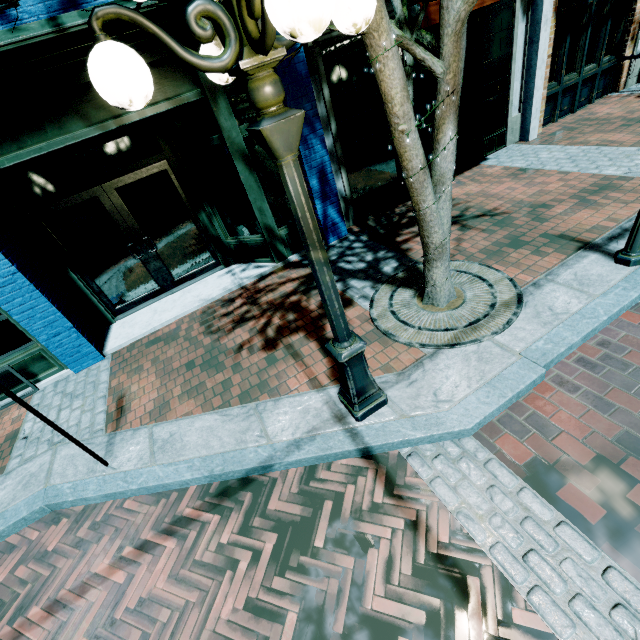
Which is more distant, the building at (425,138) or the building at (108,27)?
the building at (425,138)

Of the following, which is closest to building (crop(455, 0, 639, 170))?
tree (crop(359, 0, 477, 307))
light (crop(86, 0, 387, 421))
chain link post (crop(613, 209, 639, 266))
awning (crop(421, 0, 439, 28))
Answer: awning (crop(421, 0, 439, 28))

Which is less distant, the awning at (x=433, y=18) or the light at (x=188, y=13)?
the light at (x=188, y=13)

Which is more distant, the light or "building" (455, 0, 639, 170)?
"building" (455, 0, 639, 170)

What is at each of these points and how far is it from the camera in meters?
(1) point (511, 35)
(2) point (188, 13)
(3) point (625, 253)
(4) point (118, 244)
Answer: (1) building, 6.7
(2) light, 1.4
(3) chain link post, 3.8
(4) building, 5.8

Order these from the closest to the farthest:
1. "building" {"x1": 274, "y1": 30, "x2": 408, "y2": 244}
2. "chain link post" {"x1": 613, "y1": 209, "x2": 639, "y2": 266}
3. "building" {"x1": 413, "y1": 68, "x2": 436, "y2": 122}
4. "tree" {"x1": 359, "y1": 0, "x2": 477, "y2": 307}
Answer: "tree" {"x1": 359, "y1": 0, "x2": 477, "y2": 307} < "chain link post" {"x1": 613, "y1": 209, "x2": 639, "y2": 266} < "building" {"x1": 274, "y1": 30, "x2": 408, "y2": 244} < "building" {"x1": 413, "y1": 68, "x2": 436, "y2": 122}

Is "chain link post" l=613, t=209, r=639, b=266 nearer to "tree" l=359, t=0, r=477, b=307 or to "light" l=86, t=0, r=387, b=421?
"tree" l=359, t=0, r=477, b=307

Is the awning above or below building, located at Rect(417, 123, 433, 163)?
above
